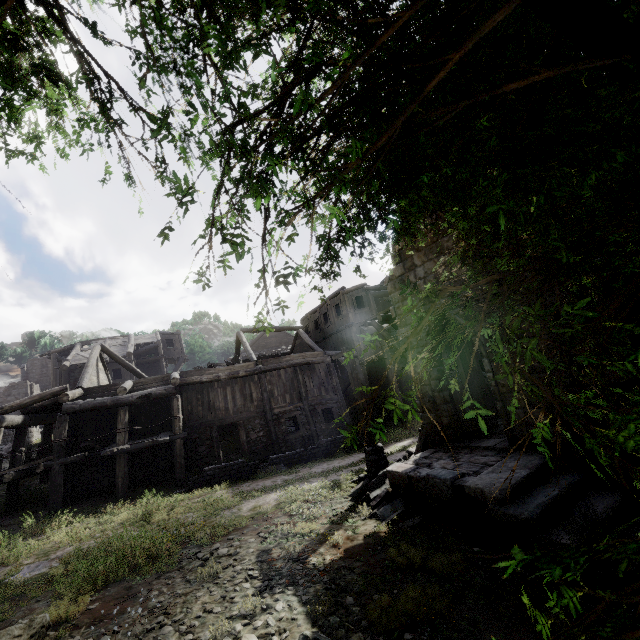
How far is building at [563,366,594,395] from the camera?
6.82m

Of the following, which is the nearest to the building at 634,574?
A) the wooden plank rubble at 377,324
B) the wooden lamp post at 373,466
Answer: the wooden plank rubble at 377,324

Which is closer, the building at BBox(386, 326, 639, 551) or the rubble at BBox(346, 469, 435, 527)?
the building at BBox(386, 326, 639, 551)

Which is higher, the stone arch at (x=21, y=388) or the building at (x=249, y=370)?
the stone arch at (x=21, y=388)

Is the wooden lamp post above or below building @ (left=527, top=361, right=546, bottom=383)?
below

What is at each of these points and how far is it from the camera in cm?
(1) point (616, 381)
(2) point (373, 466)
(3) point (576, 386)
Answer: (1) building, 635
(2) wooden lamp post, 1076
(3) building, 698

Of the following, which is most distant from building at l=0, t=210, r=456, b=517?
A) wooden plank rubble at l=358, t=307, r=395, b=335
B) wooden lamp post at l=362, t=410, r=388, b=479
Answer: wooden lamp post at l=362, t=410, r=388, b=479

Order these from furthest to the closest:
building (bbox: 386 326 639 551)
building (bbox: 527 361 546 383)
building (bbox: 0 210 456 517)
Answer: building (bbox: 0 210 456 517) < building (bbox: 527 361 546 383) < building (bbox: 386 326 639 551)
